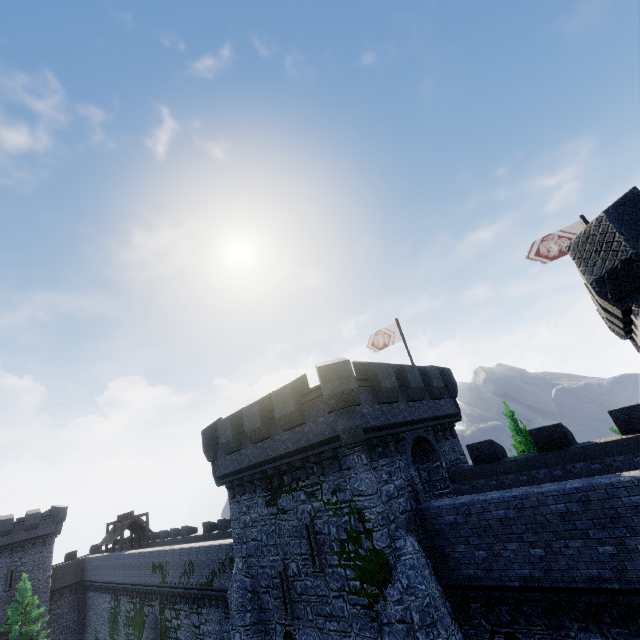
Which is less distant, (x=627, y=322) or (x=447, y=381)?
(x=627, y=322)

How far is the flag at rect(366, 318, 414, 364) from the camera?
21.7 meters

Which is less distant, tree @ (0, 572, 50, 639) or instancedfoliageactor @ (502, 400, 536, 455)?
instancedfoliageactor @ (502, 400, 536, 455)

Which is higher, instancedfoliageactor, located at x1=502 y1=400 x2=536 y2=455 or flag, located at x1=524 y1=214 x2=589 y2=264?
flag, located at x1=524 y1=214 x2=589 y2=264

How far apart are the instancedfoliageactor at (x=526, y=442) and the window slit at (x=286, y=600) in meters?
15.2 m

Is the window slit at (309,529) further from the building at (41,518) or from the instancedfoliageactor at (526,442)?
the building at (41,518)

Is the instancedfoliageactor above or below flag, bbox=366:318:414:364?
below

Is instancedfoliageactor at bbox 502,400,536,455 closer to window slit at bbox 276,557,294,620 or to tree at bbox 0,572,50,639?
window slit at bbox 276,557,294,620
